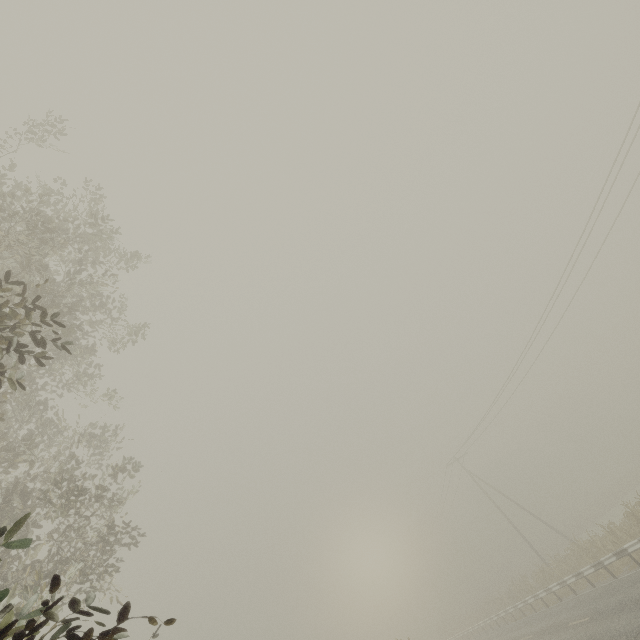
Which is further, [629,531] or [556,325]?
[556,325]
